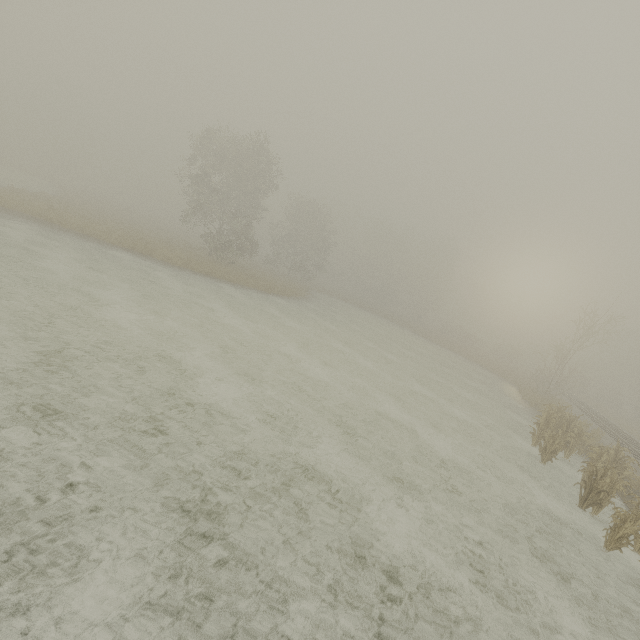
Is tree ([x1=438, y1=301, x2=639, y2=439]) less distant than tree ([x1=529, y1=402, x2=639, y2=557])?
No

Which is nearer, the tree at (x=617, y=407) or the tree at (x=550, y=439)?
the tree at (x=550, y=439)

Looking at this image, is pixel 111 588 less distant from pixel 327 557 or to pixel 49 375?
pixel 327 557
